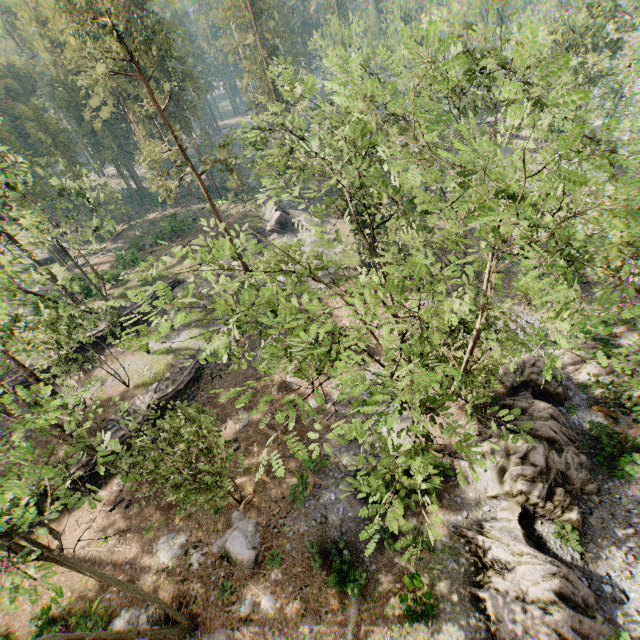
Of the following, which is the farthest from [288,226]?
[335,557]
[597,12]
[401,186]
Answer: [597,12]

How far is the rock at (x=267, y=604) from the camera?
16.08m

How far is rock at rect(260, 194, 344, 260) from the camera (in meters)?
39.69

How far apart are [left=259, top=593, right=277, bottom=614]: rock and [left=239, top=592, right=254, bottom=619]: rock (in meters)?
0.23

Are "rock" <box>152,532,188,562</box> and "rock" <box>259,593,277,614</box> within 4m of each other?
no

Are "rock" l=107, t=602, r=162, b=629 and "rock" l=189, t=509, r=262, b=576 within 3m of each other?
yes

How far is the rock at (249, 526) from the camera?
17.7m

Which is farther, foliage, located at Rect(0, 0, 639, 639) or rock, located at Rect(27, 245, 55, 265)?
rock, located at Rect(27, 245, 55, 265)
